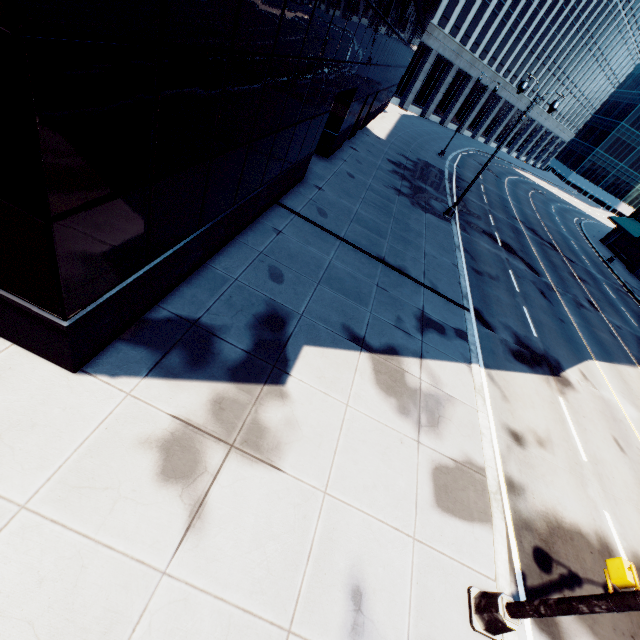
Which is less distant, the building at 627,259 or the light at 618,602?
the light at 618,602

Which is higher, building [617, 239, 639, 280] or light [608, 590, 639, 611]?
light [608, 590, 639, 611]

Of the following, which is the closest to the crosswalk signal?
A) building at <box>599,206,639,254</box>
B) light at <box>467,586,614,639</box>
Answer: light at <box>467,586,614,639</box>

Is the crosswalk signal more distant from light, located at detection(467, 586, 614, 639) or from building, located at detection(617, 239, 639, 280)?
building, located at detection(617, 239, 639, 280)

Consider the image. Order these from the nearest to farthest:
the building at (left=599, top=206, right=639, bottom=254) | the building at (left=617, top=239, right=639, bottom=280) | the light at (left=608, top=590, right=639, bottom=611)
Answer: the light at (left=608, top=590, right=639, bottom=611) → the building at (left=617, top=239, right=639, bottom=280) → the building at (left=599, top=206, right=639, bottom=254)

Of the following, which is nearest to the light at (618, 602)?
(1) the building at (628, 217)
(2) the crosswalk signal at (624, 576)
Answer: (2) the crosswalk signal at (624, 576)

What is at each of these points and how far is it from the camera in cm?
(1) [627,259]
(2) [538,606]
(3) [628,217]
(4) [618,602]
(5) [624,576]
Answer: (1) building, 3734
(2) light, 481
(3) building, 3953
(4) light, 404
(5) crosswalk signal, 417
